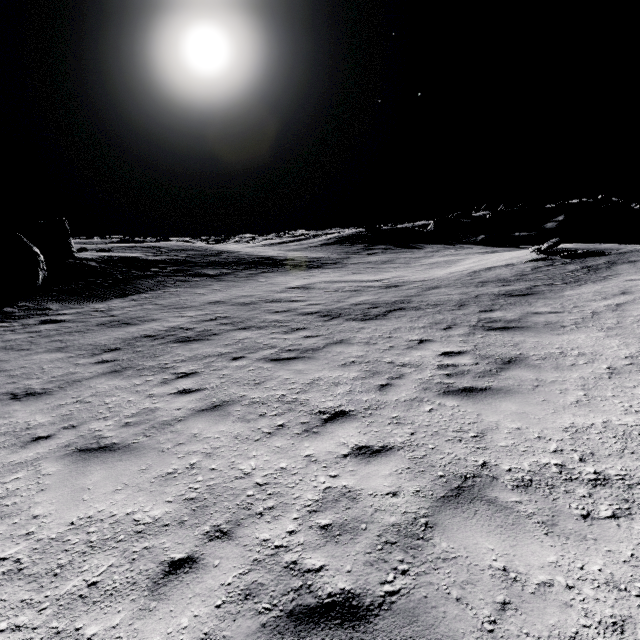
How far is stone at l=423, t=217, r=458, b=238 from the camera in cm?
4797

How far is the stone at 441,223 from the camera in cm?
4797

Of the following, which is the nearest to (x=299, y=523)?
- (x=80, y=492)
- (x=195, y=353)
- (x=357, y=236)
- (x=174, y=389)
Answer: (x=80, y=492)
